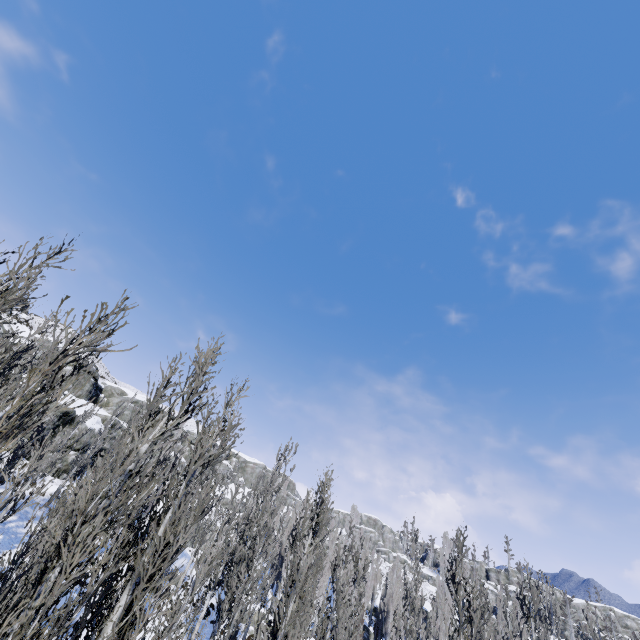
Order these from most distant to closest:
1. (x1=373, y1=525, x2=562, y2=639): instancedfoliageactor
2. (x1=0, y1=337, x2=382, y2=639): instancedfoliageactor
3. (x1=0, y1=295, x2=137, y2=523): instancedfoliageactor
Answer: (x1=373, y1=525, x2=562, y2=639): instancedfoliageactor
(x1=0, y1=337, x2=382, y2=639): instancedfoliageactor
(x1=0, y1=295, x2=137, y2=523): instancedfoliageactor

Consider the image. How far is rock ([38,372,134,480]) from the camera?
30.6 meters

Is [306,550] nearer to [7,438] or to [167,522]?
[167,522]

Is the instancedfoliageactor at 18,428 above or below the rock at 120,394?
below

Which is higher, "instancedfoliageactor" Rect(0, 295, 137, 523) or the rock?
the rock

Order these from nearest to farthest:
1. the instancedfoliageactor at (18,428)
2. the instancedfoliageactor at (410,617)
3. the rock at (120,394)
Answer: the instancedfoliageactor at (18,428)
the instancedfoliageactor at (410,617)
the rock at (120,394)

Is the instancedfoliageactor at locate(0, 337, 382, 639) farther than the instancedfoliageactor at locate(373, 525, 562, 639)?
No
